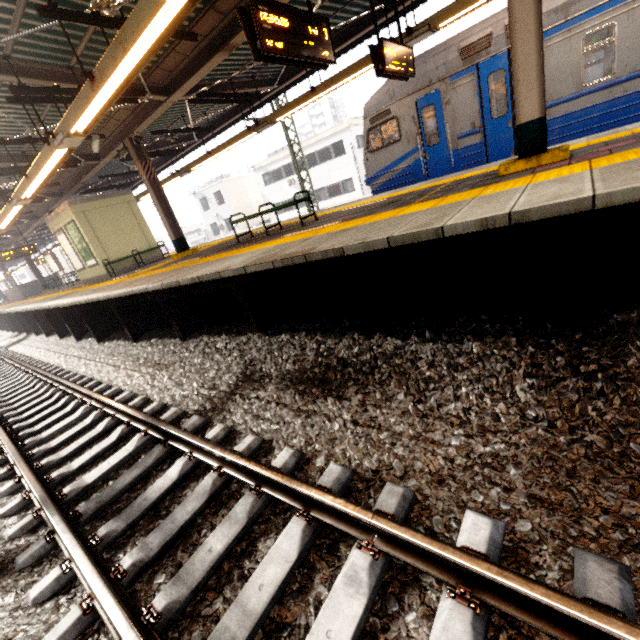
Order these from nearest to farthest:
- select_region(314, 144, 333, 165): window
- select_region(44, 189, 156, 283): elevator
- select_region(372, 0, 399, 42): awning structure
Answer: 1. select_region(372, 0, 399, 42): awning structure
2. select_region(44, 189, 156, 283): elevator
3. select_region(314, 144, 333, 165): window

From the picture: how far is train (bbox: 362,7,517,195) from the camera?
6.9 meters

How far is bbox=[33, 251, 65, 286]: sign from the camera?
18.52m

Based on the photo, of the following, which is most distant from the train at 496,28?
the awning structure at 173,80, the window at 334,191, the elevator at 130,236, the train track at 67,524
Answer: the window at 334,191

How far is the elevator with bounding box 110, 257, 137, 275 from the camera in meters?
12.8

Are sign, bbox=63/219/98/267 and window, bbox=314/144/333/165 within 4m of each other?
no

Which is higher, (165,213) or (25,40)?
(25,40)

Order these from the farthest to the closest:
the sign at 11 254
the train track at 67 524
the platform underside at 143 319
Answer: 1. the sign at 11 254
2. the platform underside at 143 319
3. the train track at 67 524
